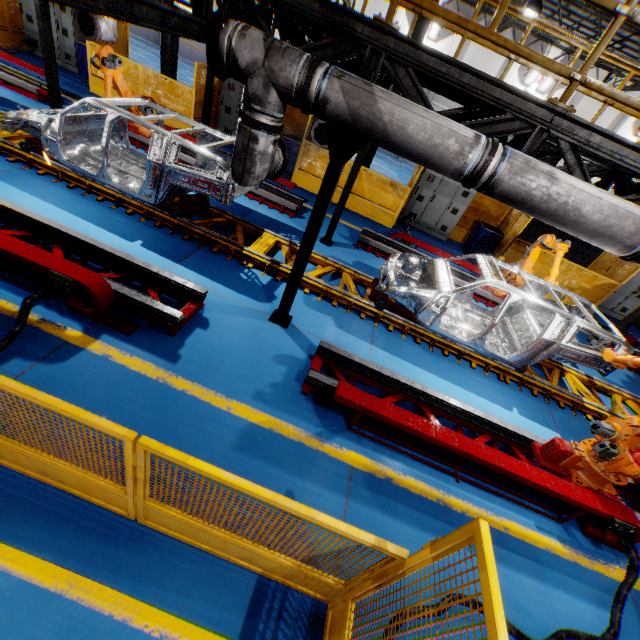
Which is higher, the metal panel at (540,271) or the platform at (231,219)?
the metal panel at (540,271)

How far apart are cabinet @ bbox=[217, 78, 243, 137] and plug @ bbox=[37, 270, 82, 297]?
10.4 meters

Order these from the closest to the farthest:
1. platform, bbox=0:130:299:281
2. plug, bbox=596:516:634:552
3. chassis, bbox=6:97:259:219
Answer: plug, bbox=596:516:634:552, chassis, bbox=6:97:259:219, platform, bbox=0:130:299:281

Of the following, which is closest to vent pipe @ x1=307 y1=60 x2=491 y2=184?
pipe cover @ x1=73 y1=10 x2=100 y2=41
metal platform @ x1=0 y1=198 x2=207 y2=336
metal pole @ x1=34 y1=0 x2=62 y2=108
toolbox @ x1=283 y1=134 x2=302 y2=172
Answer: metal platform @ x1=0 y1=198 x2=207 y2=336

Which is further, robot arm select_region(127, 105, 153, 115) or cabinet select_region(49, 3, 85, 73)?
cabinet select_region(49, 3, 85, 73)

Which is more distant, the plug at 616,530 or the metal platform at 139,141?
the metal platform at 139,141

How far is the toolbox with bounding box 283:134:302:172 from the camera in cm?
1155

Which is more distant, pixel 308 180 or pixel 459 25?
pixel 308 180
